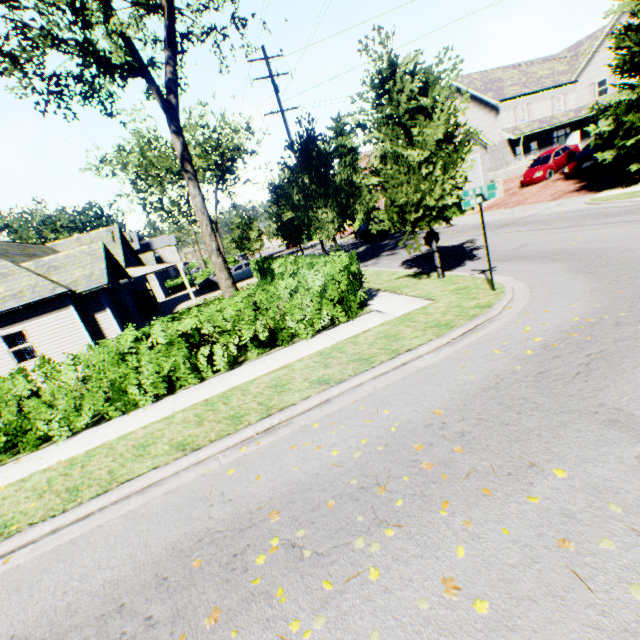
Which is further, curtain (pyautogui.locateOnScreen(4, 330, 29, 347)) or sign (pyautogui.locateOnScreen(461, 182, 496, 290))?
curtain (pyautogui.locateOnScreen(4, 330, 29, 347))

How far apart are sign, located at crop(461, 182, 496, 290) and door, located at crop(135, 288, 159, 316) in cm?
2560

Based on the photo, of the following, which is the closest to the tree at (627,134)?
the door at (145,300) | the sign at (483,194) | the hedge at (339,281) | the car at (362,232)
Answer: the sign at (483,194)

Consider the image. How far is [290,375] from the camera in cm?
683

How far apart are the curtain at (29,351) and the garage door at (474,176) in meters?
33.2

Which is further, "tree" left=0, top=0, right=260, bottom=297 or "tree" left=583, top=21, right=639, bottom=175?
"tree" left=583, top=21, right=639, bottom=175

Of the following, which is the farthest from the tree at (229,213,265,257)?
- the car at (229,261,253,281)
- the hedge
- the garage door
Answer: the car at (229,261,253,281)

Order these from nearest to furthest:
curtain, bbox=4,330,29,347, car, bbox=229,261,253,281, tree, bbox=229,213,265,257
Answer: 1. curtain, bbox=4,330,29,347
2. car, bbox=229,261,253,281
3. tree, bbox=229,213,265,257
